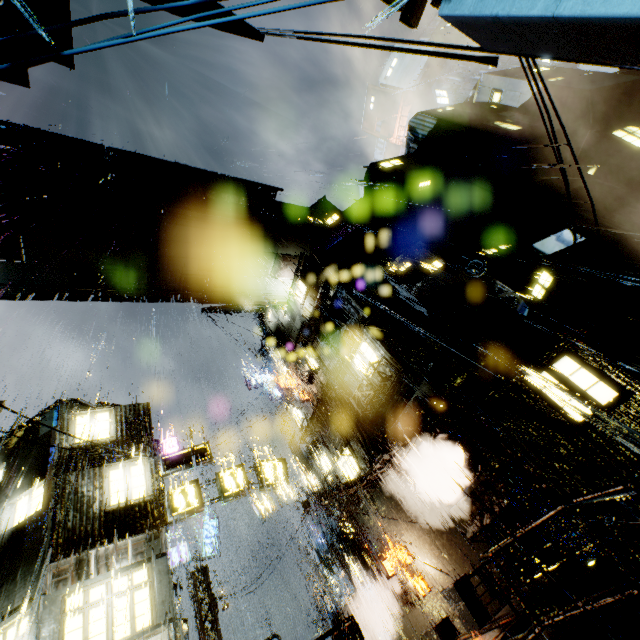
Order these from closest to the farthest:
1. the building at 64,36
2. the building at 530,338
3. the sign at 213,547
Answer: the building at 530,338 < the sign at 213,547 < the building at 64,36

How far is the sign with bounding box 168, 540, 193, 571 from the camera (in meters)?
20.05

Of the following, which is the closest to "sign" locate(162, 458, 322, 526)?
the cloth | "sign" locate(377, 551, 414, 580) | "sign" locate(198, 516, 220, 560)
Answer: the cloth

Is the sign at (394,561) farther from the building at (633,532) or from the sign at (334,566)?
the sign at (334,566)

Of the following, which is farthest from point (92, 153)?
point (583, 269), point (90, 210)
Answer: point (583, 269)

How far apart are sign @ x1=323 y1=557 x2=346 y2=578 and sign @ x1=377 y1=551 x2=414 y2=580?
6.83m

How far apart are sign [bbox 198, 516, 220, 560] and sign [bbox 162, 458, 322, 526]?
9.5m

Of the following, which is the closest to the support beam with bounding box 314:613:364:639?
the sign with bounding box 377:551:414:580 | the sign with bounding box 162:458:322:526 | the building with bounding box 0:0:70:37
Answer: the building with bounding box 0:0:70:37
